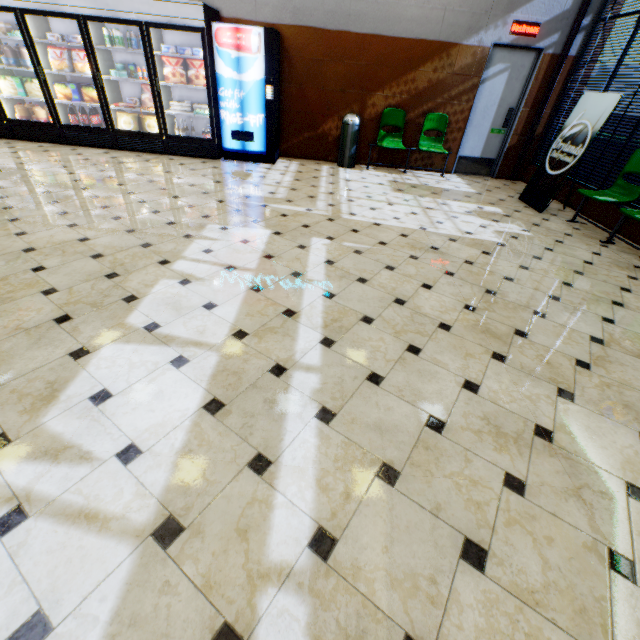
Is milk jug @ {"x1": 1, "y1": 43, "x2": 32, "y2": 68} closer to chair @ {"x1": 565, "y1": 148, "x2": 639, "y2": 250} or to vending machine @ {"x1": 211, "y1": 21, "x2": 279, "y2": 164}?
vending machine @ {"x1": 211, "y1": 21, "x2": 279, "y2": 164}

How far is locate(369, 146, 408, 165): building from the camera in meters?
7.1 m

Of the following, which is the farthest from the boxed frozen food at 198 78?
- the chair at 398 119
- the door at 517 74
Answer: the door at 517 74

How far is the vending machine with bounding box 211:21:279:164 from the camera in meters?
5.4 m

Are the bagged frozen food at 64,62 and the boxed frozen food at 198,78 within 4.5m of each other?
yes

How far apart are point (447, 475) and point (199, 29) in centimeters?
720cm

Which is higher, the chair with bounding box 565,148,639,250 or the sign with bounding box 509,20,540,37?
the sign with bounding box 509,20,540,37

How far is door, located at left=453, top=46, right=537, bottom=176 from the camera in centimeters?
615cm
